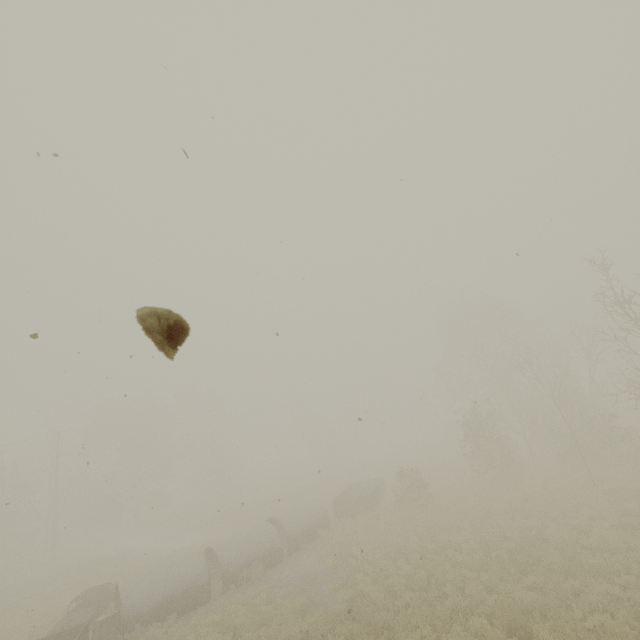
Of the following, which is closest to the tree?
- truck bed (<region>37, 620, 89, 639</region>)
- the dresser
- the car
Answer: the car

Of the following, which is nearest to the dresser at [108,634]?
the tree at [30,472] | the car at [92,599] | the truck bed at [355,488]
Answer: the car at [92,599]

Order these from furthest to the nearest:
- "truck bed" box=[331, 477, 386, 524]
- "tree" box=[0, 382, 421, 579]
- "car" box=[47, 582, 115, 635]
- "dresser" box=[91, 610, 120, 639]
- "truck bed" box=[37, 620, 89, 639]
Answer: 1. "tree" box=[0, 382, 421, 579]
2. "truck bed" box=[331, 477, 386, 524]
3. "car" box=[47, 582, 115, 635]
4. "dresser" box=[91, 610, 120, 639]
5. "truck bed" box=[37, 620, 89, 639]

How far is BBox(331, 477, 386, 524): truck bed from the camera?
21.29m

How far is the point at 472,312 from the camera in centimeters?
3809cm

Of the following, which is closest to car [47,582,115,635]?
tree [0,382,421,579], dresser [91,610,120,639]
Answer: dresser [91,610,120,639]

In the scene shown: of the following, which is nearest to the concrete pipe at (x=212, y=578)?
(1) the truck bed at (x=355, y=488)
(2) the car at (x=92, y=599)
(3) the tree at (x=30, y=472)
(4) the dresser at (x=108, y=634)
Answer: (4) the dresser at (x=108, y=634)

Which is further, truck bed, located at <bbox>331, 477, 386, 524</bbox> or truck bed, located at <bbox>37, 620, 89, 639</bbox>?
truck bed, located at <bbox>331, 477, 386, 524</bbox>
